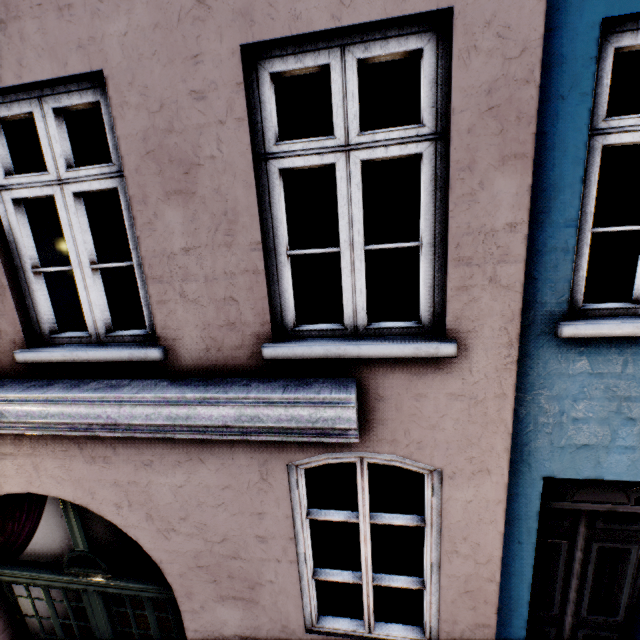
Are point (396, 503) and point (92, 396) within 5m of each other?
no
